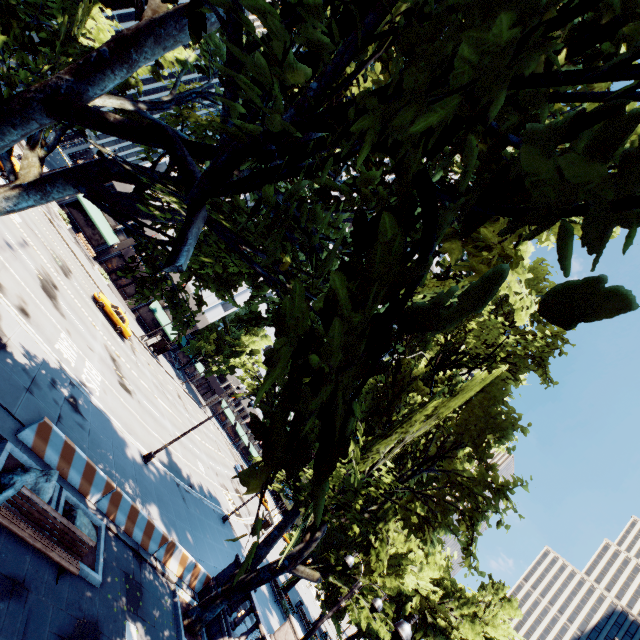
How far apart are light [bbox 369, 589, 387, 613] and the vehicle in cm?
3099

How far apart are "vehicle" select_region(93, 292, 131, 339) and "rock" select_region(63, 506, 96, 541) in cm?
2448

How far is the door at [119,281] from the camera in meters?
46.0

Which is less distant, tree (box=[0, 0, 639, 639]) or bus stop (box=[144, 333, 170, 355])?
tree (box=[0, 0, 639, 639])

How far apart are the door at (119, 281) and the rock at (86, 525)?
42.79m

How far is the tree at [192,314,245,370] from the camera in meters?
55.9

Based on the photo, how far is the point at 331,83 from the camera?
2.21m

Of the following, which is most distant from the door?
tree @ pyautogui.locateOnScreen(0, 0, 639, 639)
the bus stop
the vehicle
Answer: the vehicle
